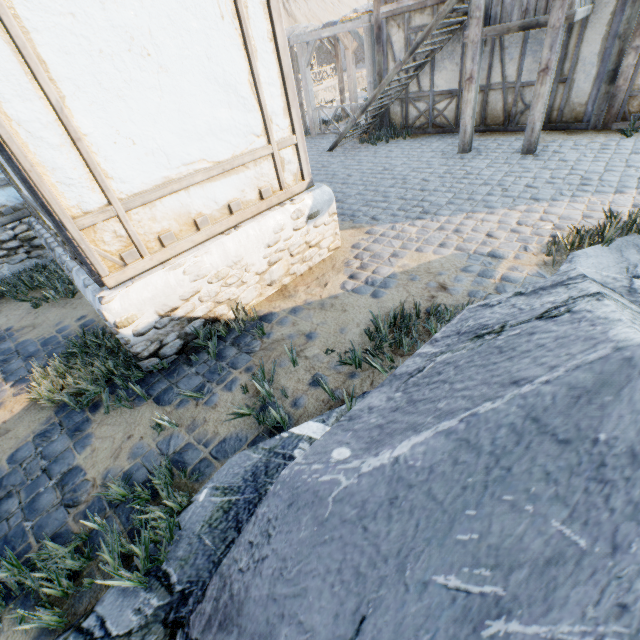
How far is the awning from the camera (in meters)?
9.45

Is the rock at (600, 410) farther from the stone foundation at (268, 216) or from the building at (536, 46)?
the building at (536, 46)

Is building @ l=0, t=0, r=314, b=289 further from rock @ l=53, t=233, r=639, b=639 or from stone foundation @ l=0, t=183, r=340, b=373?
rock @ l=53, t=233, r=639, b=639

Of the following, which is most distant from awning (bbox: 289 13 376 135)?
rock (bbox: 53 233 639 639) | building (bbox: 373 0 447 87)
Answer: rock (bbox: 53 233 639 639)

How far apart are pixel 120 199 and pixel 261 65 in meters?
2.2 m

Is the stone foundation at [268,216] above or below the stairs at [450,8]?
below

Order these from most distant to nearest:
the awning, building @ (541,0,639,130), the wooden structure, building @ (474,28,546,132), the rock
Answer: the awning < building @ (474,28,546,132) < building @ (541,0,639,130) < the wooden structure < the rock

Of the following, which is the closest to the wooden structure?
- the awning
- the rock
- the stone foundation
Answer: the awning
